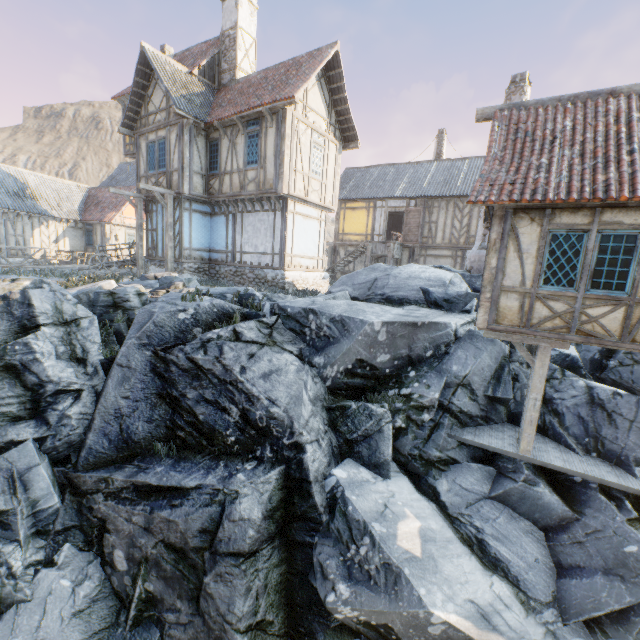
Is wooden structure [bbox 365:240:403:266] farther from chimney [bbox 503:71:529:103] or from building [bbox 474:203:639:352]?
building [bbox 474:203:639:352]

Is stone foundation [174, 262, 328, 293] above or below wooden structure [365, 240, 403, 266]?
below

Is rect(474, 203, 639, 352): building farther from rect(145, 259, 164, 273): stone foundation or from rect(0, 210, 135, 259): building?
rect(0, 210, 135, 259): building

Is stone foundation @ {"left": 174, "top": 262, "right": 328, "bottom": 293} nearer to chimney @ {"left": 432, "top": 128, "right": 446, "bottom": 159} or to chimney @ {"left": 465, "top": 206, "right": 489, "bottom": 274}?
chimney @ {"left": 465, "top": 206, "right": 489, "bottom": 274}

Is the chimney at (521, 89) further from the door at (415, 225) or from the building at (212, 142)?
the door at (415, 225)

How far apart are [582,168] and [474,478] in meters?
8.0 m

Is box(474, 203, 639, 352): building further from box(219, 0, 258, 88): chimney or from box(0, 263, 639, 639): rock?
box(219, 0, 258, 88): chimney

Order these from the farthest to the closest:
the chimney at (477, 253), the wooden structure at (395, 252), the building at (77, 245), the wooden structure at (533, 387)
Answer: the building at (77, 245) < the wooden structure at (395, 252) < the chimney at (477, 253) < the wooden structure at (533, 387)
